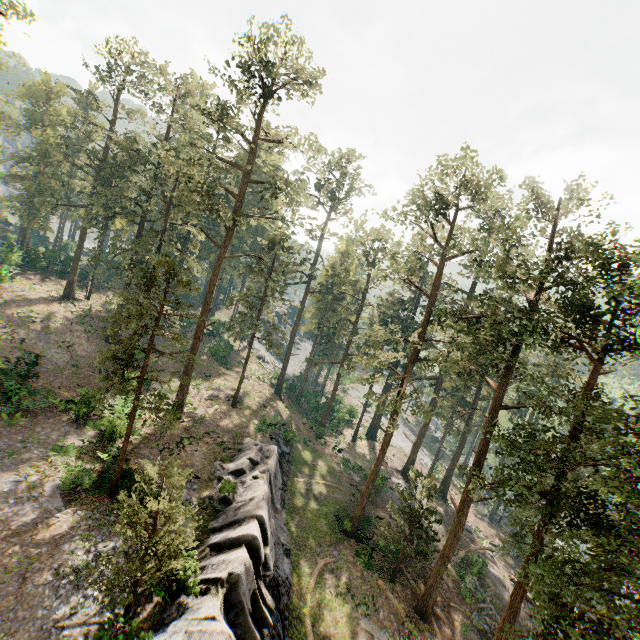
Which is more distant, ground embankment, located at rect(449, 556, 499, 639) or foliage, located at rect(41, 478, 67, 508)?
ground embankment, located at rect(449, 556, 499, 639)

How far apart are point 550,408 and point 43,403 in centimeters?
3416cm

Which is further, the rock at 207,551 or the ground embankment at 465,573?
the ground embankment at 465,573

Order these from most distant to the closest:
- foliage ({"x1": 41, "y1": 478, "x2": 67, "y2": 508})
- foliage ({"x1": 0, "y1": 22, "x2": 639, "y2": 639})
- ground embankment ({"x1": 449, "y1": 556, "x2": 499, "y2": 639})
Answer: ground embankment ({"x1": 449, "y1": 556, "x2": 499, "y2": 639}), foliage ({"x1": 41, "y1": 478, "x2": 67, "y2": 508}), foliage ({"x1": 0, "y1": 22, "x2": 639, "y2": 639})

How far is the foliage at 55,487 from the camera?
16.7 meters

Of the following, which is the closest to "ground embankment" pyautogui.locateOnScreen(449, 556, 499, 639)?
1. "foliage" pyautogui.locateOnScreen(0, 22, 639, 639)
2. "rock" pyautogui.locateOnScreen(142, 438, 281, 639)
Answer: "foliage" pyautogui.locateOnScreen(0, 22, 639, 639)
